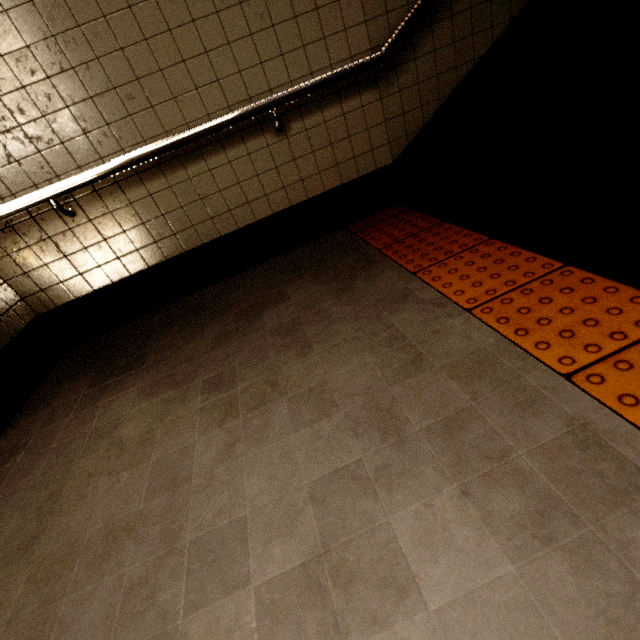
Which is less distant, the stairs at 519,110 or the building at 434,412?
the building at 434,412

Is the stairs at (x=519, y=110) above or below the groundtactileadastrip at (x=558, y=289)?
above

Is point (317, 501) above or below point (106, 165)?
below

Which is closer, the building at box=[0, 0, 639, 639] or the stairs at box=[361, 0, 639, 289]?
the building at box=[0, 0, 639, 639]

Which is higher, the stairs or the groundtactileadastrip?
the stairs
